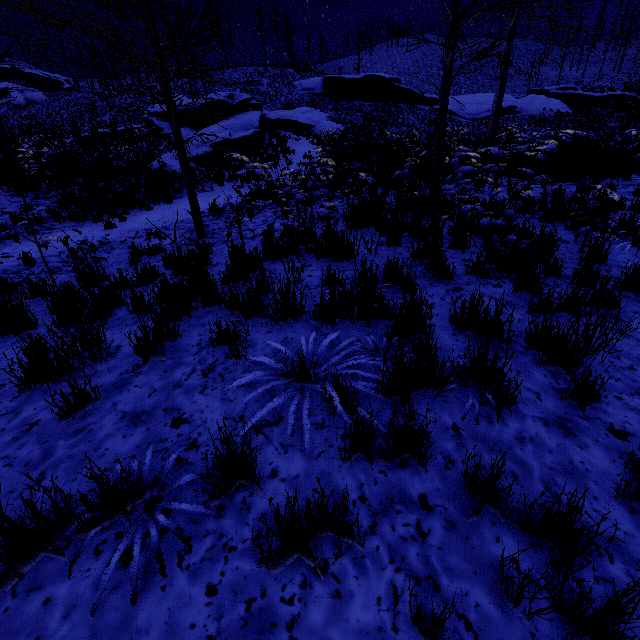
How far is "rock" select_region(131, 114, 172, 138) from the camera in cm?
2648

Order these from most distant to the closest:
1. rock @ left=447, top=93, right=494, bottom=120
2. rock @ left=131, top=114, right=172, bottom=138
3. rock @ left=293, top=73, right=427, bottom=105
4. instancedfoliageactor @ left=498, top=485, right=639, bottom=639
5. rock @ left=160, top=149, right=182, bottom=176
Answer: rock @ left=293, top=73, right=427, bottom=105
rock @ left=447, top=93, right=494, bottom=120
rock @ left=131, top=114, right=172, bottom=138
rock @ left=160, top=149, right=182, bottom=176
instancedfoliageactor @ left=498, top=485, right=639, bottom=639

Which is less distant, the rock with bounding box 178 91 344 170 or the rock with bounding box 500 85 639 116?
the rock with bounding box 178 91 344 170

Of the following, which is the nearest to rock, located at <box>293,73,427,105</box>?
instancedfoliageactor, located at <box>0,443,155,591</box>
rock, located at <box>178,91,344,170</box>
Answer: rock, located at <box>178,91,344,170</box>

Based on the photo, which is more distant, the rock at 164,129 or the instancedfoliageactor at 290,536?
the rock at 164,129

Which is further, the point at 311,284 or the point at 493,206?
the point at 493,206

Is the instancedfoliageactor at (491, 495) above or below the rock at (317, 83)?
below

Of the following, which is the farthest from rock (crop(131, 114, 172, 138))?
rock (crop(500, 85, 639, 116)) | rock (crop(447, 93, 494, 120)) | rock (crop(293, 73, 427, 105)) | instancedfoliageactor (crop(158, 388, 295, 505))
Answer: rock (crop(500, 85, 639, 116))
